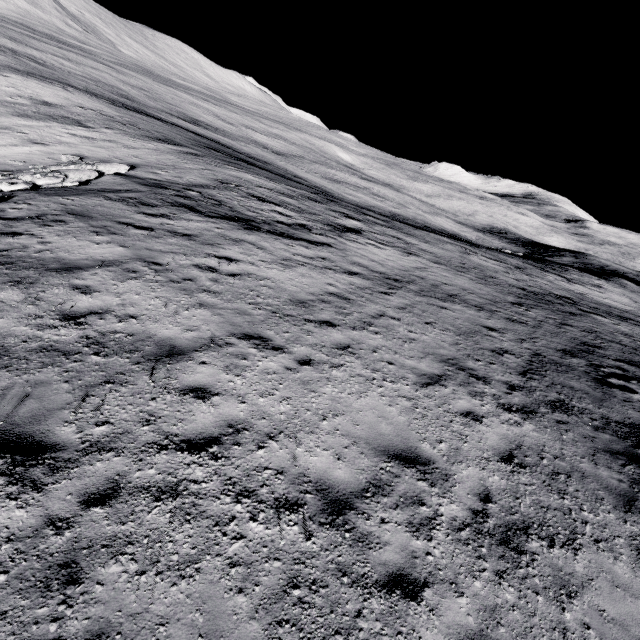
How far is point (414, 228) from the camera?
27.4m
